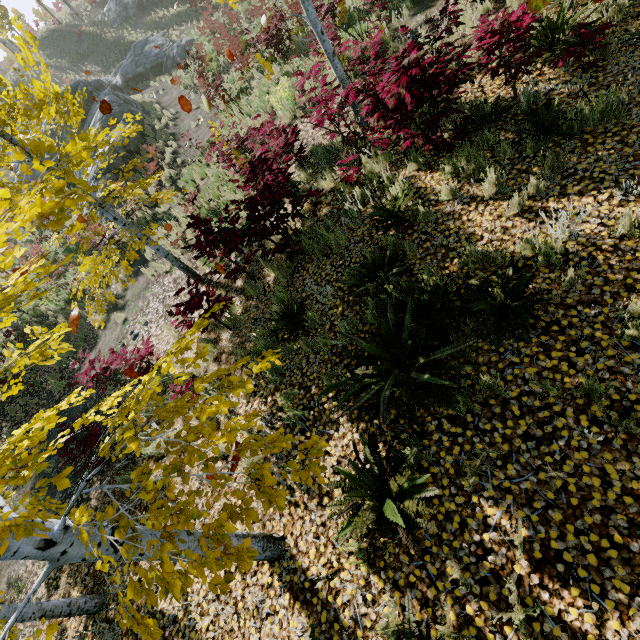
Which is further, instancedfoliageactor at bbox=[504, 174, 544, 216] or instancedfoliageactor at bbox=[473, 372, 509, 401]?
instancedfoliageactor at bbox=[504, 174, 544, 216]

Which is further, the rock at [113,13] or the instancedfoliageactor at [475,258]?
the rock at [113,13]

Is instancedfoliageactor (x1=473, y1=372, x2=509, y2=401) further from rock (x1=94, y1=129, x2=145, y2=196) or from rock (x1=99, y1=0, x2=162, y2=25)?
rock (x1=99, y1=0, x2=162, y2=25)

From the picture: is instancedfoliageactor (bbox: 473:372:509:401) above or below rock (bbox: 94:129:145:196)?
below

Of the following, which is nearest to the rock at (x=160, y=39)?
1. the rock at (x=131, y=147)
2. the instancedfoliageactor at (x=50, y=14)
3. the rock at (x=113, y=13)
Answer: the rock at (x=131, y=147)

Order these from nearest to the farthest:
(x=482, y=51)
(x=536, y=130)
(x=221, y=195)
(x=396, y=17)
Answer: (x=536, y=130) < (x=482, y=51) < (x=396, y=17) < (x=221, y=195)

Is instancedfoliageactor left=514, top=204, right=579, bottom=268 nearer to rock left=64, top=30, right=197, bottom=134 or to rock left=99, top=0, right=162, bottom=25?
rock left=64, top=30, right=197, bottom=134

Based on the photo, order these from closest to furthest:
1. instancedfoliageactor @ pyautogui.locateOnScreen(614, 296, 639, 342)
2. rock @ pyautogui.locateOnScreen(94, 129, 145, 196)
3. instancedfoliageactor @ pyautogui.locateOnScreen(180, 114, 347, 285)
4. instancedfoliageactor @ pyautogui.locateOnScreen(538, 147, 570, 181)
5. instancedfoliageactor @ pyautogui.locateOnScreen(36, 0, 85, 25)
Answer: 1. instancedfoliageactor @ pyautogui.locateOnScreen(614, 296, 639, 342)
2. instancedfoliageactor @ pyautogui.locateOnScreen(538, 147, 570, 181)
3. instancedfoliageactor @ pyautogui.locateOnScreen(180, 114, 347, 285)
4. rock @ pyautogui.locateOnScreen(94, 129, 145, 196)
5. instancedfoliageactor @ pyautogui.locateOnScreen(36, 0, 85, 25)
